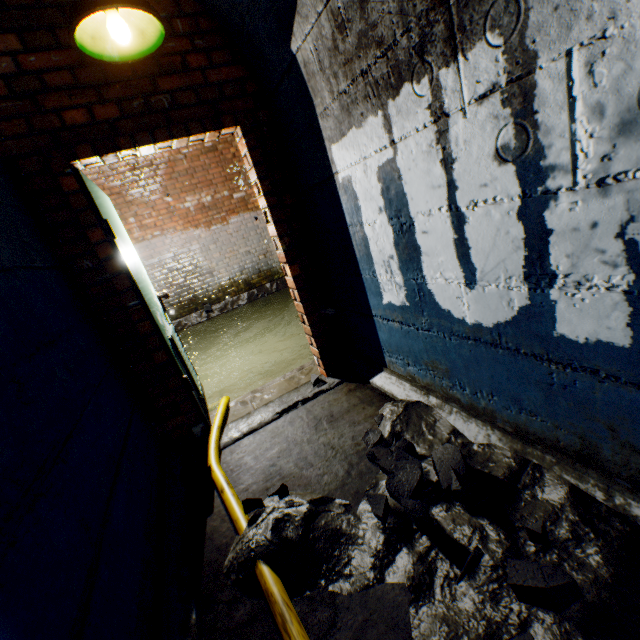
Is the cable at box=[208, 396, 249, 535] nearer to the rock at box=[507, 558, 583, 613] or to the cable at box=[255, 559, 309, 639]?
the cable at box=[255, 559, 309, 639]

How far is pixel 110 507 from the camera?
1.3 meters

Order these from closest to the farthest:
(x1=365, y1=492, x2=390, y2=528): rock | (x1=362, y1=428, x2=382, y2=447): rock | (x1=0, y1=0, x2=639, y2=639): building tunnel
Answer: (x1=0, y1=0, x2=639, y2=639): building tunnel, (x1=365, y1=492, x2=390, y2=528): rock, (x1=362, y1=428, x2=382, y2=447): rock

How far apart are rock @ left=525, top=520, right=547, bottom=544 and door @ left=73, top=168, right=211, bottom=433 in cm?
221

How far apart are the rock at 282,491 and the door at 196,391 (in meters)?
0.97

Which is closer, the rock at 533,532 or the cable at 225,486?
the rock at 533,532

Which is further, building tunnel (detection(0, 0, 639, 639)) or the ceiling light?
the ceiling light

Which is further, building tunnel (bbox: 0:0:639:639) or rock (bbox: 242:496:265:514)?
rock (bbox: 242:496:265:514)
